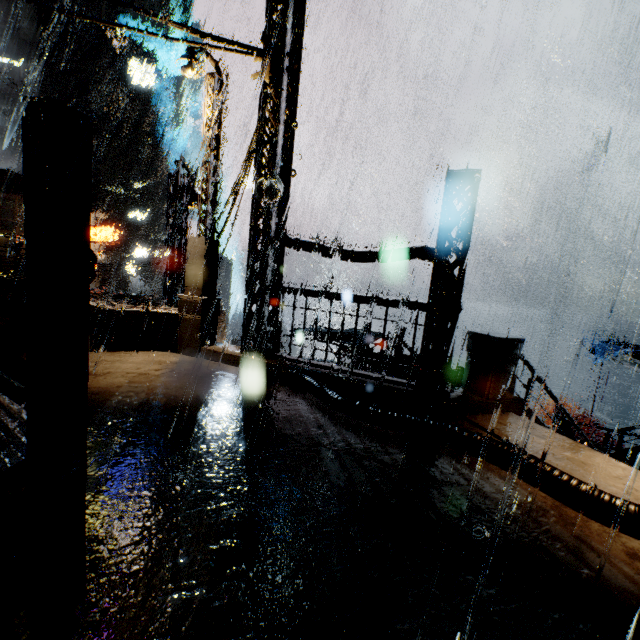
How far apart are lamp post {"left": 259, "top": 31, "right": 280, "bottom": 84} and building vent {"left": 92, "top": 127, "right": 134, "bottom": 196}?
53.2 meters

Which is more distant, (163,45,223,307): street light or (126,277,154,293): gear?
(126,277,154,293): gear

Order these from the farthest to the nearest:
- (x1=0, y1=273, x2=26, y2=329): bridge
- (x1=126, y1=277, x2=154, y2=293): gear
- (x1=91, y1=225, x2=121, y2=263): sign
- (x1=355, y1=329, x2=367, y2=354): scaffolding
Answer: (x1=126, y1=277, x2=154, y2=293): gear → (x1=91, y1=225, x2=121, y2=263): sign → (x1=355, y1=329, x2=367, y2=354): scaffolding → (x1=0, y1=273, x2=26, y2=329): bridge

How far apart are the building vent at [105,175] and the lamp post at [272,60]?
53.2m

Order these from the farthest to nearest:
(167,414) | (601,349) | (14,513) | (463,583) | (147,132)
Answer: (147,132), (601,349), (167,414), (463,583), (14,513)

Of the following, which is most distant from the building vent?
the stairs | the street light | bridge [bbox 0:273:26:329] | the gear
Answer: the stairs

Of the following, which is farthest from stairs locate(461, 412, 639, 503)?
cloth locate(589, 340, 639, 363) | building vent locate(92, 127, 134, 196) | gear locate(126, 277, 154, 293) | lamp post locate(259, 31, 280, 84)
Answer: building vent locate(92, 127, 134, 196)

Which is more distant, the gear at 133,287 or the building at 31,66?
the building at 31,66
